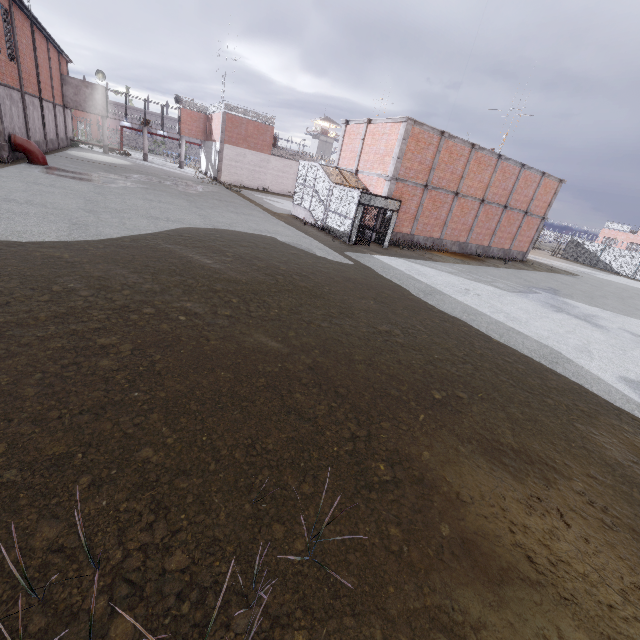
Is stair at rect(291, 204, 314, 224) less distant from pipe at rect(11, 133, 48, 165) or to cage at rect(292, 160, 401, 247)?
cage at rect(292, 160, 401, 247)

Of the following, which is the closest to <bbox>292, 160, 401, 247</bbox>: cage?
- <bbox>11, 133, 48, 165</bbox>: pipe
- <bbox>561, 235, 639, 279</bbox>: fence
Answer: <bbox>561, 235, 639, 279</bbox>: fence

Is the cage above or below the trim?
below

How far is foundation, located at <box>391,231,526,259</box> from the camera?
22.2 meters

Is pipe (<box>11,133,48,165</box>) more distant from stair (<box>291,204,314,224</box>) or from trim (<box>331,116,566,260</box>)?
trim (<box>331,116,566,260</box>)

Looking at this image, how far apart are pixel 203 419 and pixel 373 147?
21.2 meters

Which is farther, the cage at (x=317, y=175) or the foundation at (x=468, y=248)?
the foundation at (x=468, y=248)

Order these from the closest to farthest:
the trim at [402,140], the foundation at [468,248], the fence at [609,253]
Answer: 1. the trim at [402,140]
2. the foundation at [468,248]
3. the fence at [609,253]
